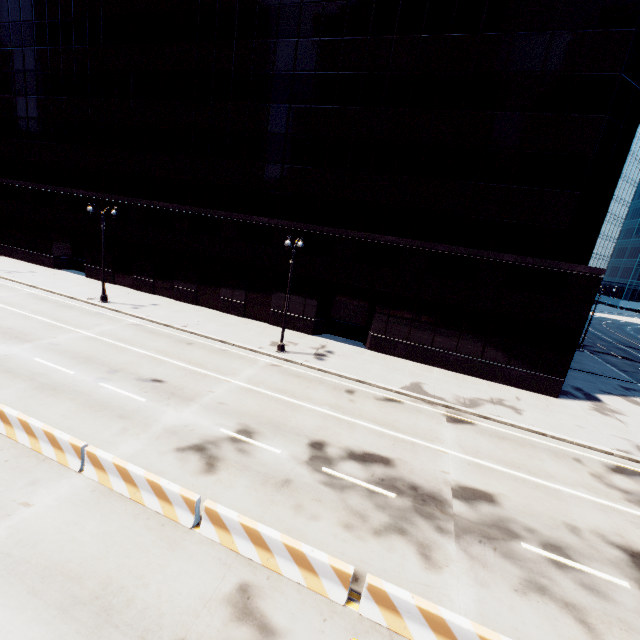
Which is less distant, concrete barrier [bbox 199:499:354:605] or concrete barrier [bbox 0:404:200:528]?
concrete barrier [bbox 199:499:354:605]

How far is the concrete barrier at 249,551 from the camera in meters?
7.2

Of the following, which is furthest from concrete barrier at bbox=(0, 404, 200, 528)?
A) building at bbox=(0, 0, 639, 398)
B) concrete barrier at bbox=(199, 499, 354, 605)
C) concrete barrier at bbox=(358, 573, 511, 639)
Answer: building at bbox=(0, 0, 639, 398)

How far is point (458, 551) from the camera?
9.0m

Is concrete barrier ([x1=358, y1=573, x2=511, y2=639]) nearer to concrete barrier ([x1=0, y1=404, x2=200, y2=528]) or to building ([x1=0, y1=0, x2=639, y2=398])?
concrete barrier ([x1=0, y1=404, x2=200, y2=528])

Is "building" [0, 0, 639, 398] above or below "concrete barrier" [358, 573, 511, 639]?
above

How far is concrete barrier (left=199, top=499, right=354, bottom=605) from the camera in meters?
7.2 m

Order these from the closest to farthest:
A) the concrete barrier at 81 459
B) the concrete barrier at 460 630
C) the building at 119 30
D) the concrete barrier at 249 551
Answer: the concrete barrier at 460 630 → the concrete barrier at 249 551 → the concrete barrier at 81 459 → the building at 119 30
